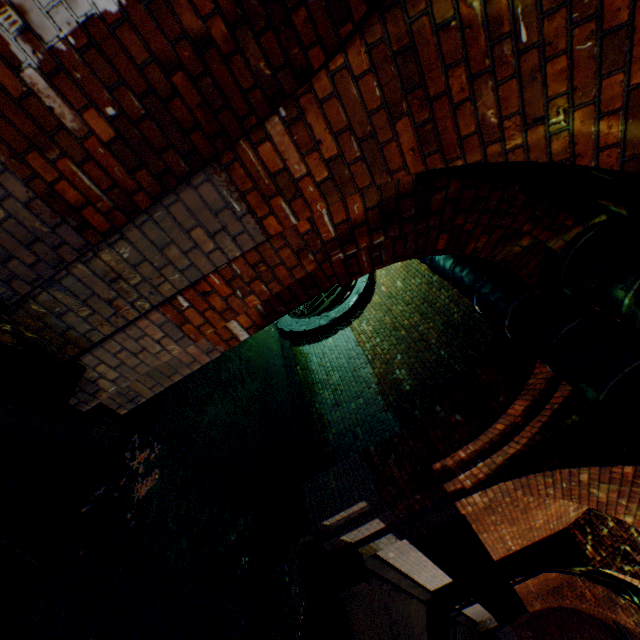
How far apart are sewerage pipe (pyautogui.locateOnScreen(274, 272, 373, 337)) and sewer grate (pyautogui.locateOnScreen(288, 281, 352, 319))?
0.0m

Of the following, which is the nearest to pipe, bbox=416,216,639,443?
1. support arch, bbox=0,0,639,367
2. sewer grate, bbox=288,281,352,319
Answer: support arch, bbox=0,0,639,367

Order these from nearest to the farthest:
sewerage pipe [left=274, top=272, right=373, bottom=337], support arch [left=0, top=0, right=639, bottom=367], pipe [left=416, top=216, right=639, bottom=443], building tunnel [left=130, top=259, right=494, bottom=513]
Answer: support arch [left=0, top=0, right=639, bottom=367] < pipe [left=416, top=216, right=639, bottom=443] < building tunnel [left=130, top=259, right=494, bottom=513] < sewerage pipe [left=274, top=272, right=373, bottom=337]

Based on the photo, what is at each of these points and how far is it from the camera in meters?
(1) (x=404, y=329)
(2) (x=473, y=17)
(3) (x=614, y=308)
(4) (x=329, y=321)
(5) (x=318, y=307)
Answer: (1) building tunnel, 6.9 m
(2) support arch, 1.3 m
(3) pipe, 2.2 m
(4) sewerage pipe, 8.2 m
(5) sewer grate, 9.0 m

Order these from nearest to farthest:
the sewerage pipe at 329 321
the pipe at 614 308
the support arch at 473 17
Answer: the support arch at 473 17
the pipe at 614 308
the sewerage pipe at 329 321

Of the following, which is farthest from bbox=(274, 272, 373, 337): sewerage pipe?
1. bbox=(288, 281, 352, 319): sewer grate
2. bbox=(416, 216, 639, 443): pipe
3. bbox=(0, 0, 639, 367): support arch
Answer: bbox=(0, 0, 639, 367): support arch

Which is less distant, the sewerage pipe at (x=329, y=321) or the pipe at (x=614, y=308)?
the pipe at (x=614, y=308)
